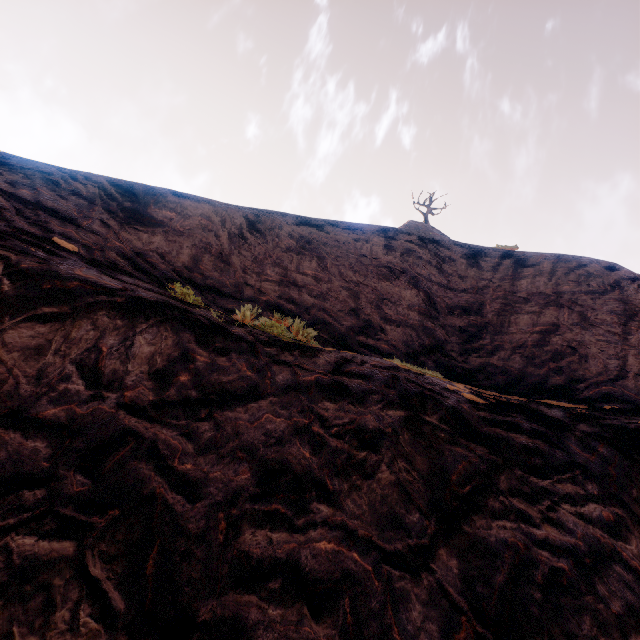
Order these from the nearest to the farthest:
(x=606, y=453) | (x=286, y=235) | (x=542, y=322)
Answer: (x=606, y=453)
(x=542, y=322)
(x=286, y=235)
